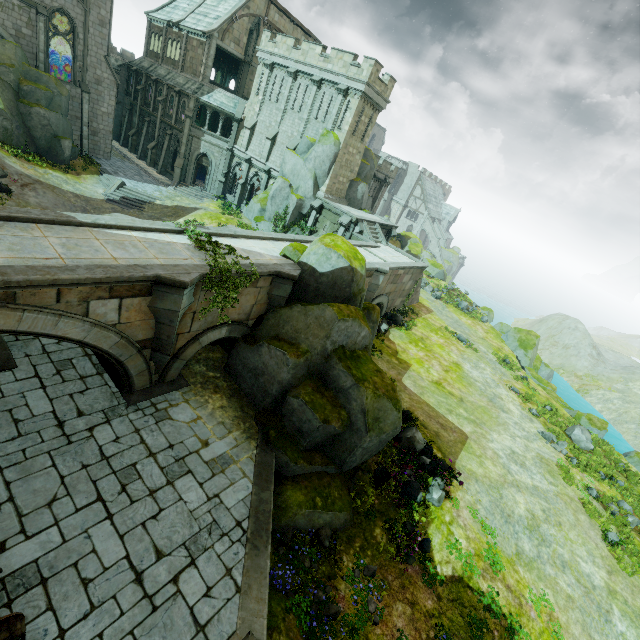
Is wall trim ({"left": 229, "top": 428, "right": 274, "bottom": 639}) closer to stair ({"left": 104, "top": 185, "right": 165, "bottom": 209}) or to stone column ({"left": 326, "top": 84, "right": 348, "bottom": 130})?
stair ({"left": 104, "top": 185, "right": 165, "bottom": 209})

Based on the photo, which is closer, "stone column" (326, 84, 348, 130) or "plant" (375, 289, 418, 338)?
"plant" (375, 289, 418, 338)

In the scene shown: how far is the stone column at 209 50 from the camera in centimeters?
3179cm

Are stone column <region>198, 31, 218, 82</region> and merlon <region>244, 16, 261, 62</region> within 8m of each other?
yes

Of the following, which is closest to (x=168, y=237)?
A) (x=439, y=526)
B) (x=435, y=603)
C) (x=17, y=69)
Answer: (x=439, y=526)

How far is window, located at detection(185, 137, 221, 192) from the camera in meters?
35.2

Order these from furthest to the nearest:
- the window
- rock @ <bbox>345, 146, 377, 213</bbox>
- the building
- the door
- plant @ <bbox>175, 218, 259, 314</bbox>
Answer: the window → rock @ <bbox>345, 146, 377, 213</bbox> → the building → plant @ <bbox>175, 218, 259, 314</bbox> → the door

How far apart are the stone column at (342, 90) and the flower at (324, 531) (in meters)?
29.92
